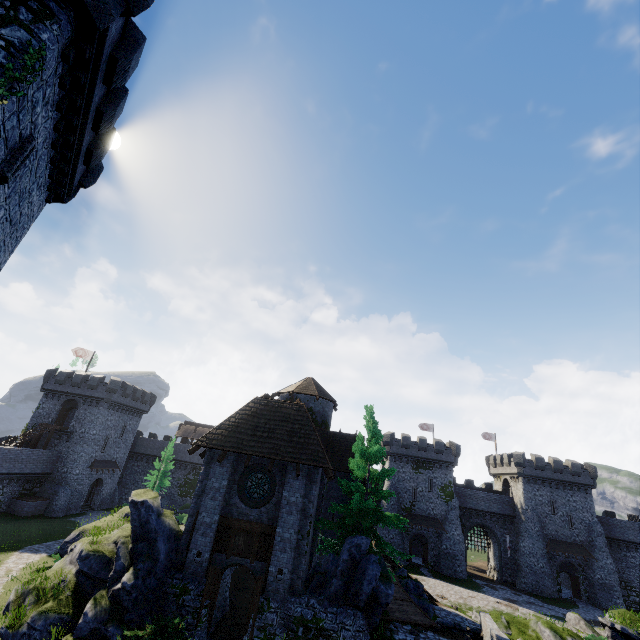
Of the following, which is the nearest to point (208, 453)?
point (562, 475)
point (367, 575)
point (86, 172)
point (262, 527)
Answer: point (262, 527)

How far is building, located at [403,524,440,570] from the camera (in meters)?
44.53

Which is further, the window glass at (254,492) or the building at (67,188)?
the window glass at (254,492)

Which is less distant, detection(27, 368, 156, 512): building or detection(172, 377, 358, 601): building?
detection(172, 377, 358, 601): building

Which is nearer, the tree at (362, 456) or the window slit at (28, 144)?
the window slit at (28, 144)

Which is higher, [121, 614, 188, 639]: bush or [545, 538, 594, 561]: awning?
[545, 538, 594, 561]: awning

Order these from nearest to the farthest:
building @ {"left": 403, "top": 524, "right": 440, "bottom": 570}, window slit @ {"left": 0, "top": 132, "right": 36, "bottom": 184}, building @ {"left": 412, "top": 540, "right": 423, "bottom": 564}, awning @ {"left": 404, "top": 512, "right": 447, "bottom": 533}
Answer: window slit @ {"left": 0, "top": 132, "right": 36, "bottom": 184} → building @ {"left": 403, "top": 524, "right": 440, "bottom": 570} → awning @ {"left": 404, "top": 512, "right": 447, "bottom": 533} → building @ {"left": 412, "top": 540, "right": 423, "bottom": 564}

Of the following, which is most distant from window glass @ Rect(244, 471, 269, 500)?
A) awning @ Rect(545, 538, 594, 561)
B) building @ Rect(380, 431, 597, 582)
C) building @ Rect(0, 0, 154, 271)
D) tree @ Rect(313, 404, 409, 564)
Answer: awning @ Rect(545, 538, 594, 561)
